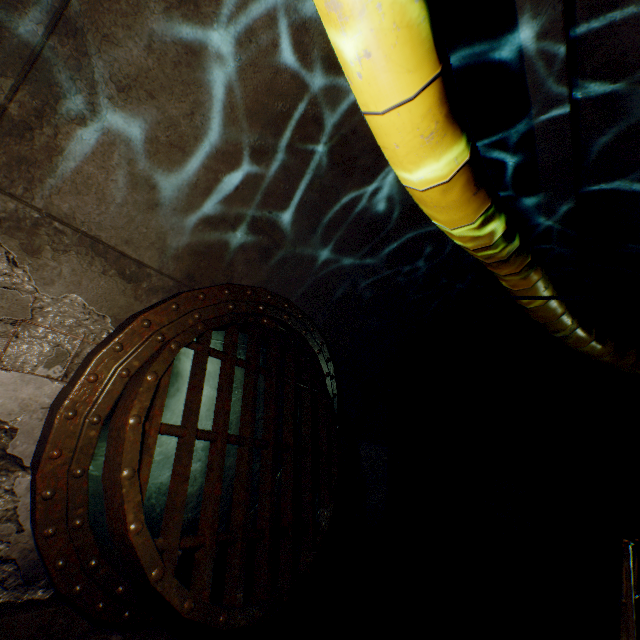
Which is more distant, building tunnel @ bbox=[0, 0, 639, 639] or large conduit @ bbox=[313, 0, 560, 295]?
building tunnel @ bbox=[0, 0, 639, 639]

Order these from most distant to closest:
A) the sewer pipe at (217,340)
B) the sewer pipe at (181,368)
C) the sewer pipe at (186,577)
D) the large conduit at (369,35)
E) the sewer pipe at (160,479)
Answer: the sewer pipe at (181,368) < the sewer pipe at (217,340) < the sewer pipe at (160,479) < the sewer pipe at (186,577) < the large conduit at (369,35)

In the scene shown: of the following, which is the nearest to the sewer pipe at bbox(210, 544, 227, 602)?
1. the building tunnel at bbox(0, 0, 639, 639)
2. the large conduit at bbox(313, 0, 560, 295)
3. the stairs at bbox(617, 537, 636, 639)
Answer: the building tunnel at bbox(0, 0, 639, 639)

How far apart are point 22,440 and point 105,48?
2.6 meters

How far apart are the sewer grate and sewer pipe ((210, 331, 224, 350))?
0.01m

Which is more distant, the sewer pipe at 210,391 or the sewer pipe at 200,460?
the sewer pipe at 210,391

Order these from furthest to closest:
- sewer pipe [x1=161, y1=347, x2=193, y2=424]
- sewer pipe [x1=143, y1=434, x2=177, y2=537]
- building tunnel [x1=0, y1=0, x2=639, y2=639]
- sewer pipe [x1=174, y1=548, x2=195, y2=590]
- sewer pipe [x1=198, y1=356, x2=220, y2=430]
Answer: sewer pipe [x1=161, y1=347, x2=193, y2=424], sewer pipe [x1=198, y1=356, x2=220, y2=430], sewer pipe [x1=143, y1=434, x2=177, y2=537], sewer pipe [x1=174, y1=548, x2=195, y2=590], building tunnel [x1=0, y1=0, x2=639, y2=639]

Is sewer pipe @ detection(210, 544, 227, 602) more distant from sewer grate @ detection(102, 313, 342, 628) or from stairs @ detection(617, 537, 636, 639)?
stairs @ detection(617, 537, 636, 639)
